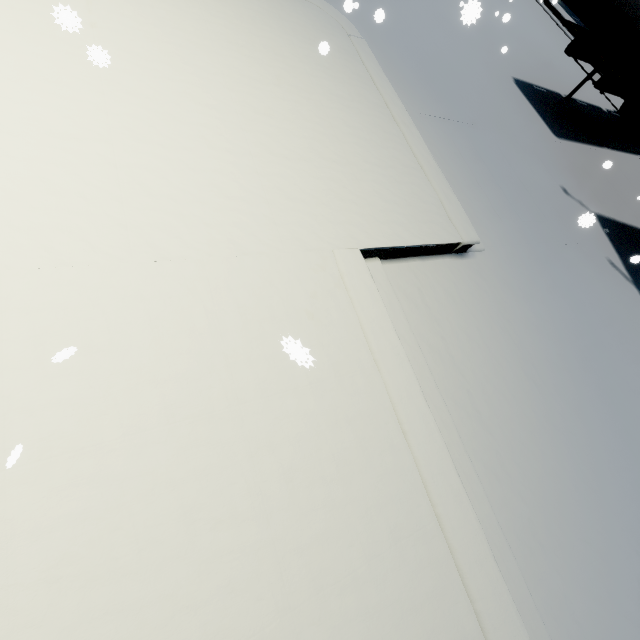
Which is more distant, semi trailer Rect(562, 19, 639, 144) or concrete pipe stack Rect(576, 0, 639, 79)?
semi trailer Rect(562, 19, 639, 144)

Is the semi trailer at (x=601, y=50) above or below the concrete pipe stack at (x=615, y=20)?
below

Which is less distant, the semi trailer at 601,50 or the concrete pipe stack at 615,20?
the concrete pipe stack at 615,20

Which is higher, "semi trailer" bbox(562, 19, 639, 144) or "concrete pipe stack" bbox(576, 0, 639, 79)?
"concrete pipe stack" bbox(576, 0, 639, 79)

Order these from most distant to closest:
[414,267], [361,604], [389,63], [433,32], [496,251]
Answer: [433,32] → [389,63] → [496,251] → [414,267] → [361,604]
